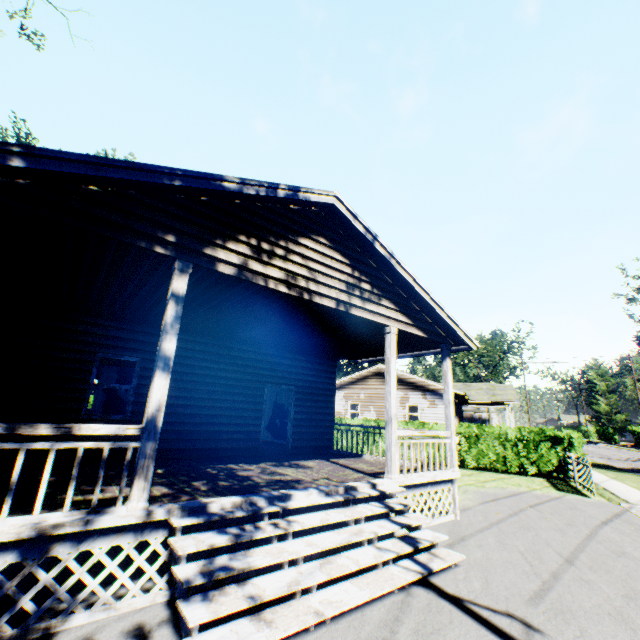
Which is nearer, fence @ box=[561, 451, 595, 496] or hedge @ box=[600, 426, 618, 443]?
fence @ box=[561, 451, 595, 496]

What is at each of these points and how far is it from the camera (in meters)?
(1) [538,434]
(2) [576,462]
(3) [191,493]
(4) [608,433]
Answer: (1) hedge, 15.55
(2) fence, 12.95
(3) house, 5.22
(4) hedge, 58.78

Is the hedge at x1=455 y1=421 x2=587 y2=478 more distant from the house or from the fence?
the house

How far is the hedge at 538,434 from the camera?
14.9m

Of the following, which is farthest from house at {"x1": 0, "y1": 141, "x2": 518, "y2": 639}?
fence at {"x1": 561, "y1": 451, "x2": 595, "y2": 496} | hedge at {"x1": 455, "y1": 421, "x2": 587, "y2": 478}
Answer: fence at {"x1": 561, "y1": 451, "x2": 595, "y2": 496}

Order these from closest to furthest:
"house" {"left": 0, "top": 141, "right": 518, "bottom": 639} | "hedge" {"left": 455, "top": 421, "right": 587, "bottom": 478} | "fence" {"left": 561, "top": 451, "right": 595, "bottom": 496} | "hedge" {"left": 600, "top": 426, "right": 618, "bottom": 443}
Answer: "house" {"left": 0, "top": 141, "right": 518, "bottom": 639}, "fence" {"left": 561, "top": 451, "right": 595, "bottom": 496}, "hedge" {"left": 455, "top": 421, "right": 587, "bottom": 478}, "hedge" {"left": 600, "top": 426, "right": 618, "bottom": 443}

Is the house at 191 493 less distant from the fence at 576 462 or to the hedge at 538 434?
the hedge at 538 434

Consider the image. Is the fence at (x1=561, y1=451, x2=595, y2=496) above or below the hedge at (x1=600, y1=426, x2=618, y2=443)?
below
